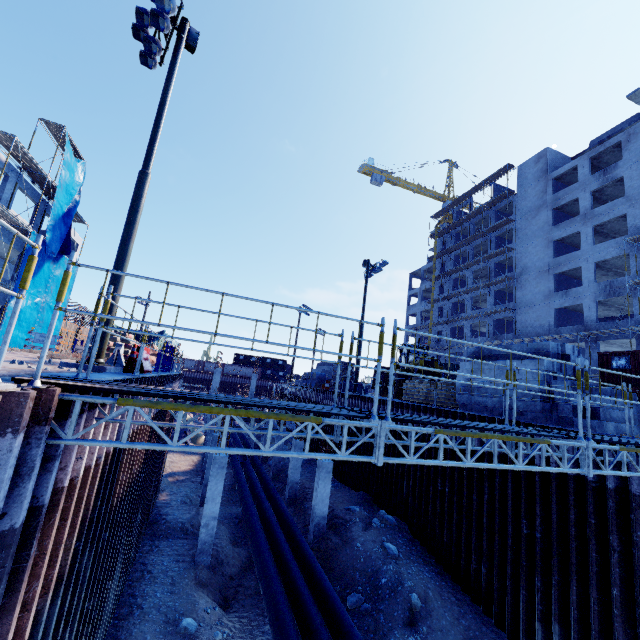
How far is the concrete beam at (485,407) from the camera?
12.74m

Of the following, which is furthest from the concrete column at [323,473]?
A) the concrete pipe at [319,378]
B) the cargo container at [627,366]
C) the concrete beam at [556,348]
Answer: the cargo container at [627,366]

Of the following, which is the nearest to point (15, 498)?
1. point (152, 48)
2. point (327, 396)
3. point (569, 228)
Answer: point (152, 48)

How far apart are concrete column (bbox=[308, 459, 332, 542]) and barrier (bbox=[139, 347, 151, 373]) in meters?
8.9

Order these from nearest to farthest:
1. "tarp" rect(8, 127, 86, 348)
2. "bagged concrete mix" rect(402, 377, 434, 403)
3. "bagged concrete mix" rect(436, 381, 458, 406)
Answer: "bagged concrete mix" rect(436, 381, 458, 406), "bagged concrete mix" rect(402, 377, 434, 403), "tarp" rect(8, 127, 86, 348)

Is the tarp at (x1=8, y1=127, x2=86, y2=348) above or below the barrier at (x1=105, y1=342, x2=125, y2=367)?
above

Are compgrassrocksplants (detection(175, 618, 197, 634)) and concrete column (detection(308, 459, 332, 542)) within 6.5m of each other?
yes

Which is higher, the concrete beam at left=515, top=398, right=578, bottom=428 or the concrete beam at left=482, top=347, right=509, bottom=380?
the concrete beam at left=482, top=347, right=509, bottom=380
